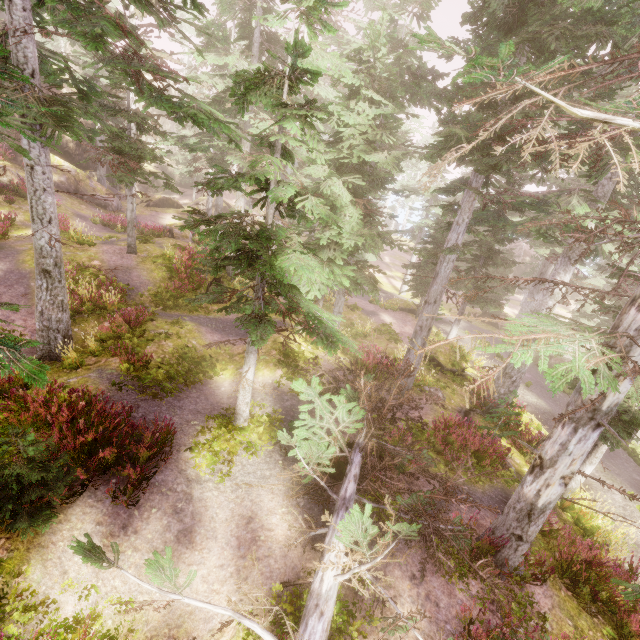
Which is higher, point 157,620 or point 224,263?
point 224,263

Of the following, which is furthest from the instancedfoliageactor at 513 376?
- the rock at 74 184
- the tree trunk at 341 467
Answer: the tree trunk at 341 467

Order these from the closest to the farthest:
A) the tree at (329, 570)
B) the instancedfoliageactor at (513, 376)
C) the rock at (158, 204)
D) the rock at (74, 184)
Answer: the tree at (329, 570), the instancedfoliageactor at (513, 376), the rock at (74, 184), the rock at (158, 204)

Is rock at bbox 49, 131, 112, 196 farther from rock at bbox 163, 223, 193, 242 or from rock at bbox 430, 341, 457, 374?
rock at bbox 430, 341, 457, 374

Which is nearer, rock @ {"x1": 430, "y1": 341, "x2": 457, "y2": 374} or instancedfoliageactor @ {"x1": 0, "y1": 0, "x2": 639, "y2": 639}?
instancedfoliageactor @ {"x1": 0, "y1": 0, "x2": 639, "y2": 639}

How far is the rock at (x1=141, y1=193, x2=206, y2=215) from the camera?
34.3m

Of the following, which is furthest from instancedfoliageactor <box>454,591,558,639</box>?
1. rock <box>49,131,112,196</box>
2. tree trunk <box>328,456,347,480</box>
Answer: tree trunk <box>328,456,347,480</box>

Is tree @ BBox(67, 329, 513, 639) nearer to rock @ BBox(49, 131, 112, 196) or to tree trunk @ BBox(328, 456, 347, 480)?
tree trunk @ BBox(328, 456, 347, 480)
